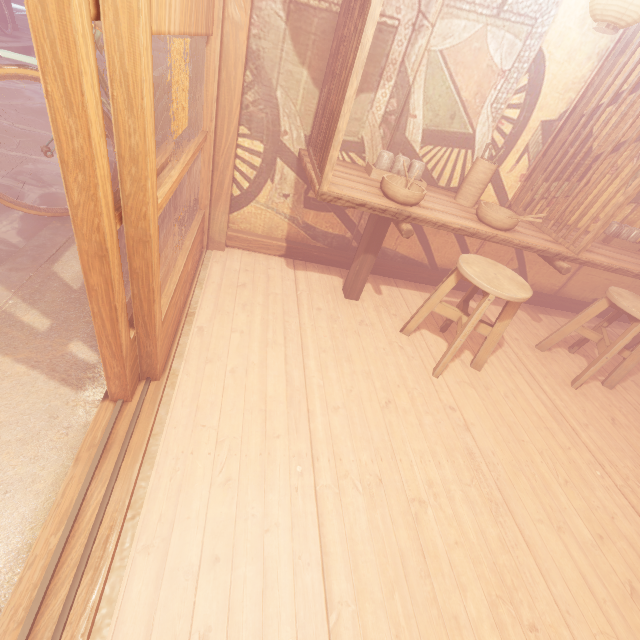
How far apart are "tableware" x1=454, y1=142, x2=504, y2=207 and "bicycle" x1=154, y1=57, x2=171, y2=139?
4.2 meters

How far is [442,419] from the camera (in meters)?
3.59

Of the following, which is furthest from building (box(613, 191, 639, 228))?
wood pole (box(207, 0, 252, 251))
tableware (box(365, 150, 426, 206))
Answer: tableware (box(365, 150, 426, 206))

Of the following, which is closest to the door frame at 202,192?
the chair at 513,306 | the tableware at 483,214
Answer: the chair at 513,306

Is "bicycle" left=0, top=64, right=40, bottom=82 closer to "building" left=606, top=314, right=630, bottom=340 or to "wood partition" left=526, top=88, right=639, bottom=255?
"building" left=606, top=314, right=630, bottom=340

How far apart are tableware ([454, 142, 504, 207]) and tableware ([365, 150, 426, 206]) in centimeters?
92cm

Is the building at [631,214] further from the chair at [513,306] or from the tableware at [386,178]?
the tableware at [386,178]

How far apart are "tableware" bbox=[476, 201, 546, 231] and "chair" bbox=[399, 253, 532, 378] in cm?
37
